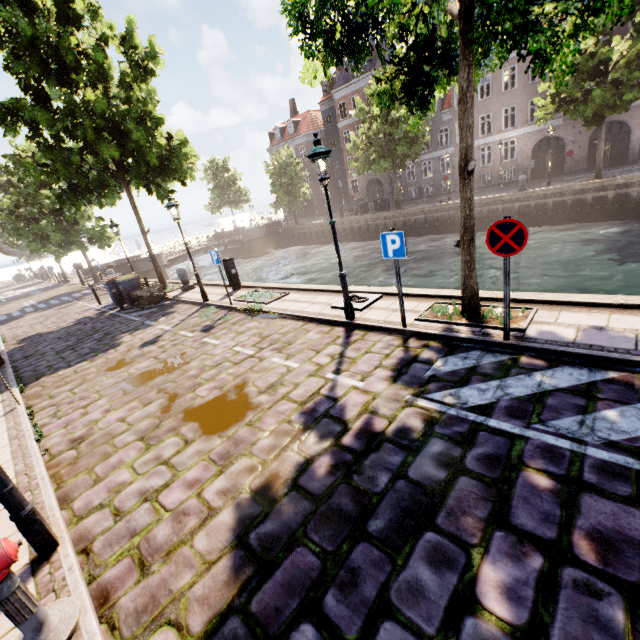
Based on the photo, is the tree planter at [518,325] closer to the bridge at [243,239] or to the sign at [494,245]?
the sign at [494,245]

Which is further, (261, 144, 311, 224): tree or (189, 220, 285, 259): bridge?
(261, 144, 311, 224): tree

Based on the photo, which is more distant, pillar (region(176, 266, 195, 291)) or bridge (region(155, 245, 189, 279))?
bridge (region(155, 245, 189, 279))

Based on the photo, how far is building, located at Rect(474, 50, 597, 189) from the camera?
26.72m

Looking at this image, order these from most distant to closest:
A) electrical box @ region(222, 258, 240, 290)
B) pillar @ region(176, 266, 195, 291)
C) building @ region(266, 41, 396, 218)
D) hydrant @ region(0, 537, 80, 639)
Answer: building @ region(266, 41, 396, 218), pillar @ region(176, 266, 195, 291), electrical box @ region(222, 258, 240, 290), hydrant @ region(0, 537, 80, 639)

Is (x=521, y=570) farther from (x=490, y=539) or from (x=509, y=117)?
(x=509, y=117)

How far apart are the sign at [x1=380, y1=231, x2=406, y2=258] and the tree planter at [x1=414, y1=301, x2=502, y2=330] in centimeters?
143cm

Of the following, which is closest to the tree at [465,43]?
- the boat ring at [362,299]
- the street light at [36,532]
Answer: the boat ring at [362,299]
